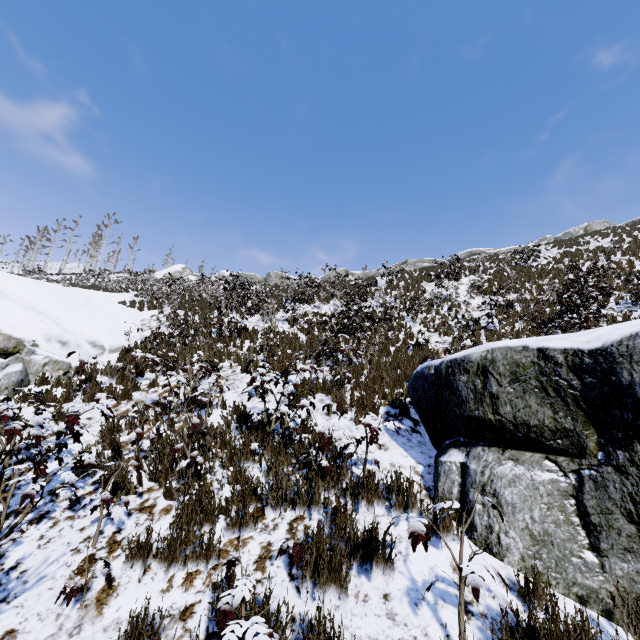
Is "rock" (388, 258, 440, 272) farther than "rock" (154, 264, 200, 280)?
No

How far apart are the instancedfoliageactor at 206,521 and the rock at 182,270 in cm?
4471

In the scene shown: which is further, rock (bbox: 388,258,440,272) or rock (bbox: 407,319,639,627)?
rock (bbox: 388,258,440,272)

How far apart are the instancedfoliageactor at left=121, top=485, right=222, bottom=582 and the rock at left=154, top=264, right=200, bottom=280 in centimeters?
4471cm

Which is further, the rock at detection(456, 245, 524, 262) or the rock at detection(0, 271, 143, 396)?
the rock at detection(456, 245, 524, 262)

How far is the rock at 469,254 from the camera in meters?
30.3

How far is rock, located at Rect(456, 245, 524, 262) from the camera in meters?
30.3 m

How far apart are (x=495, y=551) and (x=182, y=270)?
47.7m
